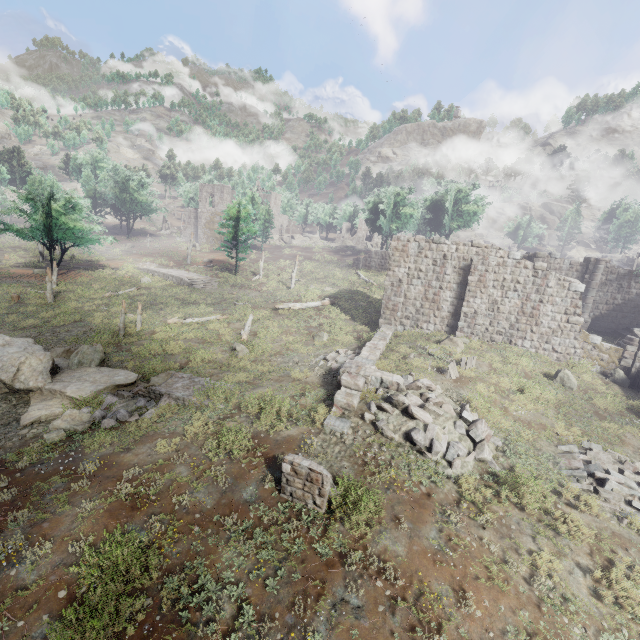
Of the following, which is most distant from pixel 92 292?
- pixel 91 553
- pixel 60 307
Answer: pixel 91 553

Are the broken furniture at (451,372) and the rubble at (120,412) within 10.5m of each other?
no

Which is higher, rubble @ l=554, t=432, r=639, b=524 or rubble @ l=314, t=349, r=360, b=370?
rubble @ l=314, t=349, r=360, b=370

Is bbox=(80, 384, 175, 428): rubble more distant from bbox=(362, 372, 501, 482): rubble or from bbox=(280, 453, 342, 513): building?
bbox=(362, 372, 501, 482): rubble

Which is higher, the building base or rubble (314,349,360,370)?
the building base

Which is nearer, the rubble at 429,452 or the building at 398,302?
the rubble at 429,452

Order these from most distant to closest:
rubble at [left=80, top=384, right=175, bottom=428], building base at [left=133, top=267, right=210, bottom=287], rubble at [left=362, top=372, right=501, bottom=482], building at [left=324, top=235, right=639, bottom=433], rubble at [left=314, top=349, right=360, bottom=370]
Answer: building base at [left=133, top=267, right=210, bottom=287] < building at [left=324, top=235, right=639, bottom=433] < rubble at [left=314, top=349, right=360, bottom=370] < rubble at [left=80, top=384, right=175, bottom=428] < rubble at [left=362, top=372, right=501, bottom=482]

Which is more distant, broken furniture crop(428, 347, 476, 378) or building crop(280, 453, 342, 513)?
broken furniture crop(428, 347, 476, 378)
